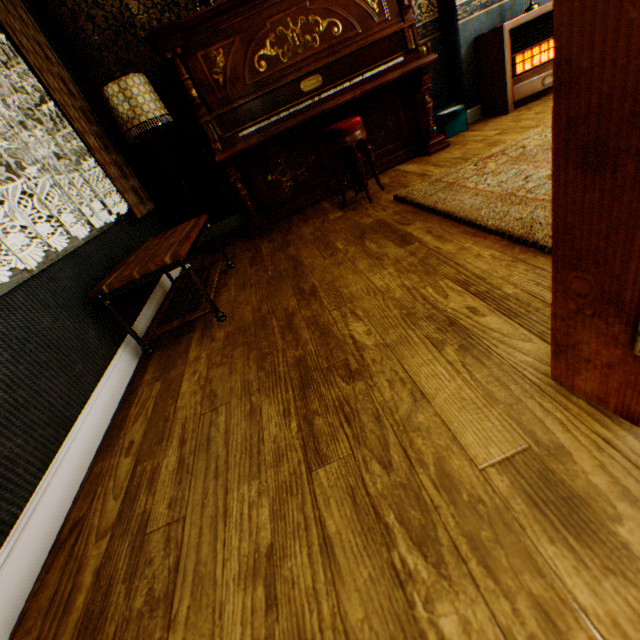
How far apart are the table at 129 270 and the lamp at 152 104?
1.09m

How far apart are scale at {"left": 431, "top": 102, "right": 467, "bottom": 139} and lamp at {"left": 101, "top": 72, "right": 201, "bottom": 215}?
3.1m

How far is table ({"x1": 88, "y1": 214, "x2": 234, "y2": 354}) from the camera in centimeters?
199cm

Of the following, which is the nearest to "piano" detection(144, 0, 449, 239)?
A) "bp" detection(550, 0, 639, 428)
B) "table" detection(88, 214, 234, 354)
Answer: "table" detection(88, 214, 234, 354)

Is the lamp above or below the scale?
above

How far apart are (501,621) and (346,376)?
0.85m

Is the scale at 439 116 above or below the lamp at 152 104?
below

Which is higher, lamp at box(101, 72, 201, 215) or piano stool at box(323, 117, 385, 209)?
lamp at box(101, 72, 201, 215)
